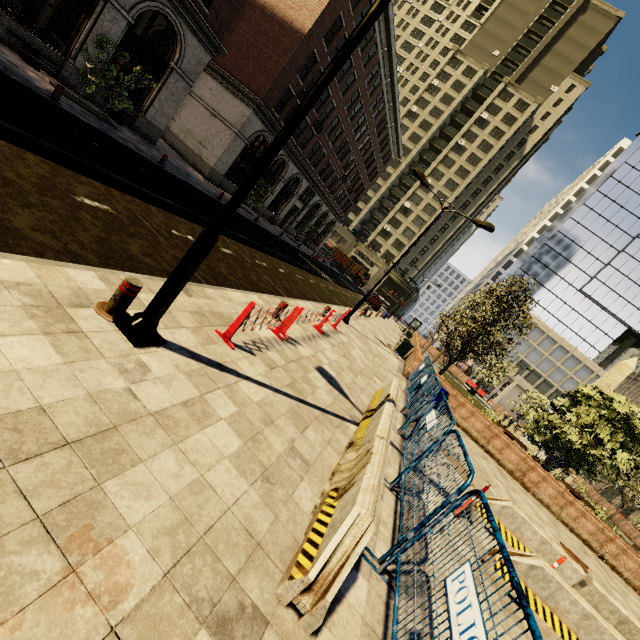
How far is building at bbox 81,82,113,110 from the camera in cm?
1574

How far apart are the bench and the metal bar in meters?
16.0

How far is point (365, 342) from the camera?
16.3 meters

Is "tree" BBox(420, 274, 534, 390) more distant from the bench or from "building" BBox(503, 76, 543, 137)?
the bench

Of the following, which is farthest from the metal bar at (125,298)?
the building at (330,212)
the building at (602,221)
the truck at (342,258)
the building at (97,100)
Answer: the truck at (342,258)

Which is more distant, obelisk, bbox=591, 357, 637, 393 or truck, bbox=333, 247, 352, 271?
truck, bbox=333, 247, 352, 271

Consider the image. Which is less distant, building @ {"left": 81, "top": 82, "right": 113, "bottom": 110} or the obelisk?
building @ {"left": 81, "top": 82, "right": 113, "bottom": 110}

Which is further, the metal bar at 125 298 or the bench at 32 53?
the bench at 32 53
